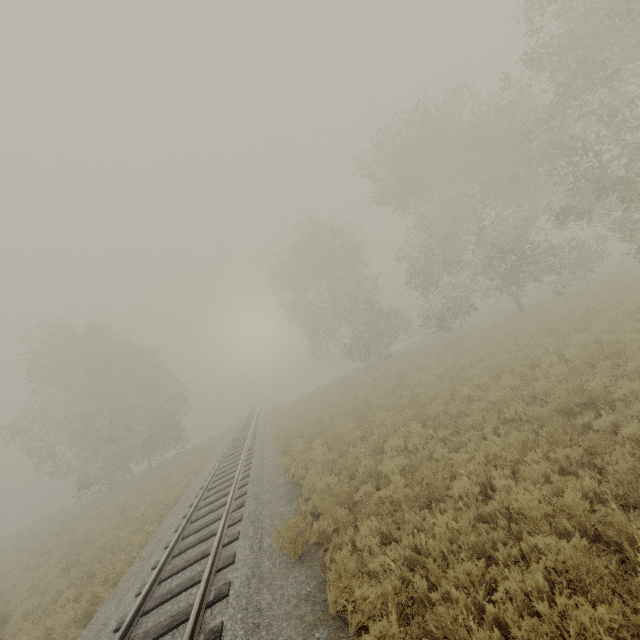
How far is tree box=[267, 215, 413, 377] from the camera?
31.09m

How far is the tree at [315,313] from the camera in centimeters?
3109cm

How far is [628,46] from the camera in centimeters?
1438cm
